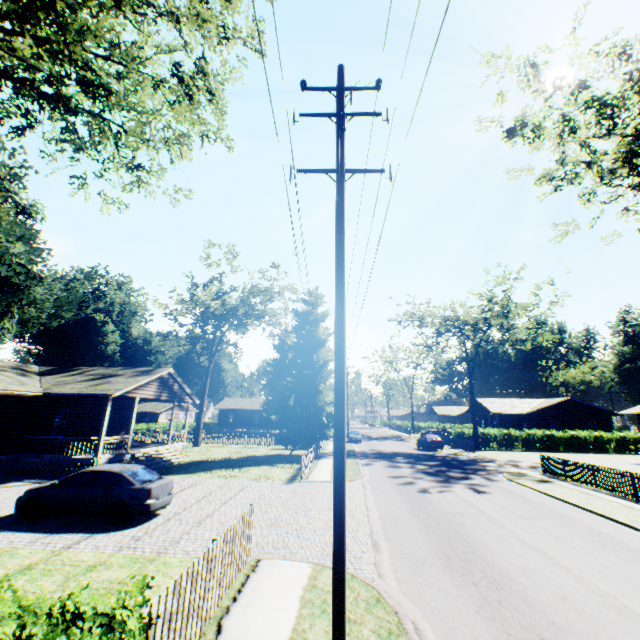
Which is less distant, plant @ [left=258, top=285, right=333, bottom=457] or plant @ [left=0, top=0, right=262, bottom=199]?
plant @ [left=0, top=0, right=262, bottom=199]

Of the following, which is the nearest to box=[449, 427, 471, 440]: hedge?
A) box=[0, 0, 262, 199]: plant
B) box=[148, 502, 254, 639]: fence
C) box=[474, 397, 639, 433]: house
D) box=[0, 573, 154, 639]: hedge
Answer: box=[474, 397, 639, 433]: house

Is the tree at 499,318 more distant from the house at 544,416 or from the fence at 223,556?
the fence at 223,556

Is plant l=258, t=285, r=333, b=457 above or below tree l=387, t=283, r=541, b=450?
below

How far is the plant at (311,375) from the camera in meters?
28.3 m

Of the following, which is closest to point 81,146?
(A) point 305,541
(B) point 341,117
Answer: (B) point 341,117

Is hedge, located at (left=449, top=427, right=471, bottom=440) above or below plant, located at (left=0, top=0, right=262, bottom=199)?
below

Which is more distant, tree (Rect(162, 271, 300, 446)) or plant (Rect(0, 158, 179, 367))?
tree (Rect(162, 271, 300, 446))
